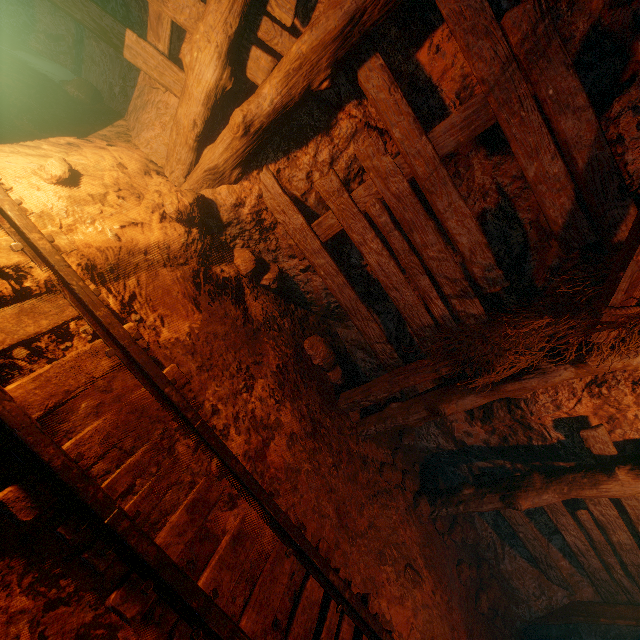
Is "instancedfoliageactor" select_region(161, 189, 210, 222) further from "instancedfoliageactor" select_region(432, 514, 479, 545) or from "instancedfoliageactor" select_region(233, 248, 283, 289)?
"instancedfoliageactor" select_region(432, 514, 479, 545)

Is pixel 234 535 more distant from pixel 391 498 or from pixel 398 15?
pixel 398 15

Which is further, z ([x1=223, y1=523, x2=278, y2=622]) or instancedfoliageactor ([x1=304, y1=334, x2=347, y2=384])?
instancedfoliageactor ([x1=304, y1=334, x2=347, y2=384])

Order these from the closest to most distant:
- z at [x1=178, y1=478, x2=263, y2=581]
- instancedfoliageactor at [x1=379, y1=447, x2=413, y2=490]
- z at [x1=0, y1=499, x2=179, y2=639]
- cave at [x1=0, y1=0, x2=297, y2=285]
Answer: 1. z at [x1=0, y1=499, x2=179, y2=639]
2. z at [x1=178, y1=478, x2=263, y2=581]
3. cave at [x1=0, y1=0, x2=297, y2=285]
4. instancedfoliageactor at [x1=379, y1=447, x2=413, y2=490]

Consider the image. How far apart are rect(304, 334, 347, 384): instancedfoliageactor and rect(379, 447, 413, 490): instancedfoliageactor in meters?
1.2

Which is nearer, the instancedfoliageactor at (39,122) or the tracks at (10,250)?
the tracks at (10,250)

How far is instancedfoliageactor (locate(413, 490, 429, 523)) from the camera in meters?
4.3 m

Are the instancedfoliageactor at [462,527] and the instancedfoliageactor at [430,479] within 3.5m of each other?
yes
